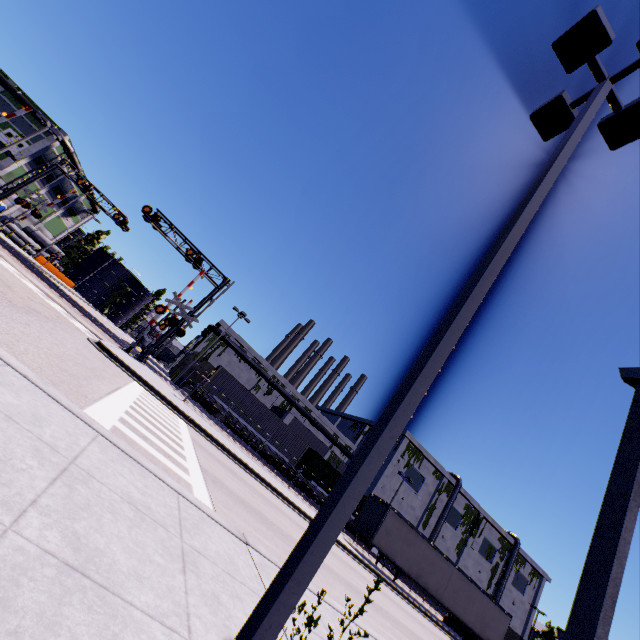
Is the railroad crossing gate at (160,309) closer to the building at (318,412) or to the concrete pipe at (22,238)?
the building at (318,412)

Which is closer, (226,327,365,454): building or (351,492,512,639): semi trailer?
(351,492,512,639): semi trailer

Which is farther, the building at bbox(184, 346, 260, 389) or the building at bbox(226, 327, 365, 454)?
the building at bbox(226, 327, 365, 454)

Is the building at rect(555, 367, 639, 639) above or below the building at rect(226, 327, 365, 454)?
below

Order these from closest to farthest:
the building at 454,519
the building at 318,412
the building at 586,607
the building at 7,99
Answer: the building at 586,607 → the building at 7,99 → the building at 318,412 → the building at 454,519

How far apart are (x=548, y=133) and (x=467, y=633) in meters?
33.8 m

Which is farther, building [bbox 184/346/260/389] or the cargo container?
building [bbox 184/346/260/389]

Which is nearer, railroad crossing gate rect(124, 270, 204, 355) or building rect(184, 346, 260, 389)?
railroad crossing gate rect(124, 270, 204, 355)
